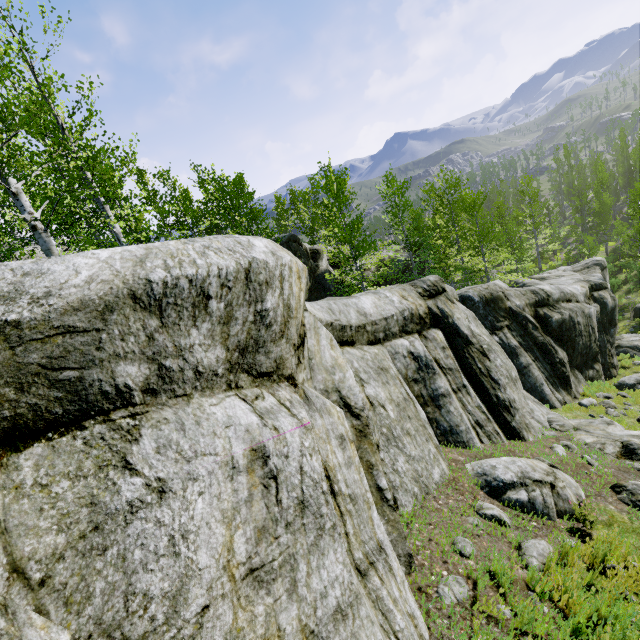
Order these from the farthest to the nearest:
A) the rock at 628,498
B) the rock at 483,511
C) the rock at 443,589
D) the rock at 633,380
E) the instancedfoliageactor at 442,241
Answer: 1. the rock at 633,380
2. the instancedfoliageactor at 442,241
3. the rock at 628,498
4. the rock at 483,511
5. the rock at 443,589

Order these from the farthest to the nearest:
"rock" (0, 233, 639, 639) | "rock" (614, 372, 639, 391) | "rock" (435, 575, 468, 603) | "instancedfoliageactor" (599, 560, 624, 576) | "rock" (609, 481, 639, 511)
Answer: "rock" (614, 372, 639, 391) < "rock" (609, 481, 639, 511) < "instancedfoliageactor" (599, 560, 624, 576) < "rock" (435, 575, 468, 603) < "rock" (0, 233, 639, 639)

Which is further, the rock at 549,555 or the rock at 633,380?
the rock at 633,380

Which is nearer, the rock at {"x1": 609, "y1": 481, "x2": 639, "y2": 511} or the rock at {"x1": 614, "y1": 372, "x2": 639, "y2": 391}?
the rock at {"x1": 609, "y1": 481, "x2": 639, "y2": 511}

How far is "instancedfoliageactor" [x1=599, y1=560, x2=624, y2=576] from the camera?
4.02m

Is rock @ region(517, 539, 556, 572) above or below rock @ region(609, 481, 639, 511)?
above

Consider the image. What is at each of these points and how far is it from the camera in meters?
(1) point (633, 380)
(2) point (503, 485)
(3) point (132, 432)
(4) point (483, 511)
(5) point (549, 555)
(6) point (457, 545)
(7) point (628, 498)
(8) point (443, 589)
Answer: (1) rock, 15.3 m
(2) rock, 5.6 m
(3) rock, 1.8 m
(4) rock, 5.1 m
(5) rock, 4.1 m
(6) rock, 4.2 m
(7) rock, 6.0 m
(8) rock, 3.6 m
